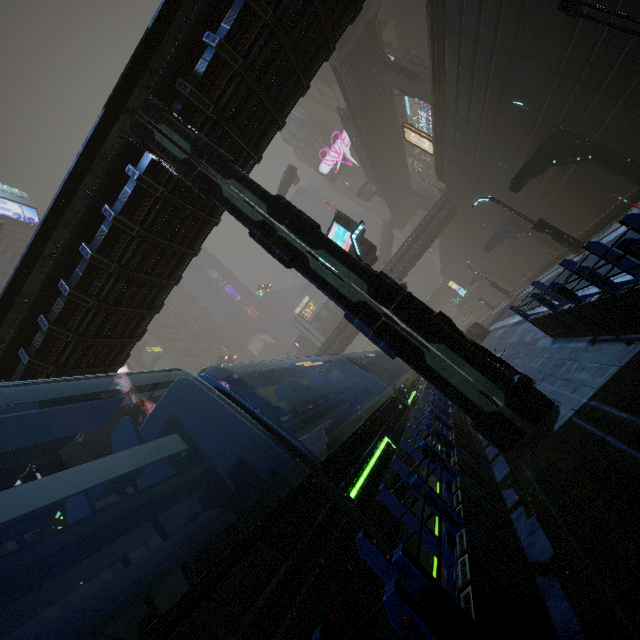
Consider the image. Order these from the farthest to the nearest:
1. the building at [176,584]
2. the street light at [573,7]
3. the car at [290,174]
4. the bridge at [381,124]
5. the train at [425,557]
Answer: the car at [290,174], the bridge at [381,124], the building at [176,584], the street light at [573,7], the train at [425,557]

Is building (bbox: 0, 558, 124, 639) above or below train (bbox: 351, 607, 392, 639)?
above

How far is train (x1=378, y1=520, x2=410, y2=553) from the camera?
4.4 meters

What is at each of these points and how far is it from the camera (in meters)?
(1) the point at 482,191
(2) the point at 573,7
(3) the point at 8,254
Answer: (1) building, 28.55
(2) street light, 7.43
(3) building, 59.03

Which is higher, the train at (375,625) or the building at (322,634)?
the building at (322,634)

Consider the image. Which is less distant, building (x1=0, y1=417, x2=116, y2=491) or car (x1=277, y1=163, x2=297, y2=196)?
building (x1=0, y1=417, x2=116, y2=491)

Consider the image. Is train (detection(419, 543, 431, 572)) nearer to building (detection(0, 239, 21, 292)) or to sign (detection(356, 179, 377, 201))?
building (detection(0, 239, 21, 292))

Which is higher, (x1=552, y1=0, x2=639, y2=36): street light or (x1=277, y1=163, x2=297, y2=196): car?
(x1=277, y1=163, x2=297, y2=196): car
